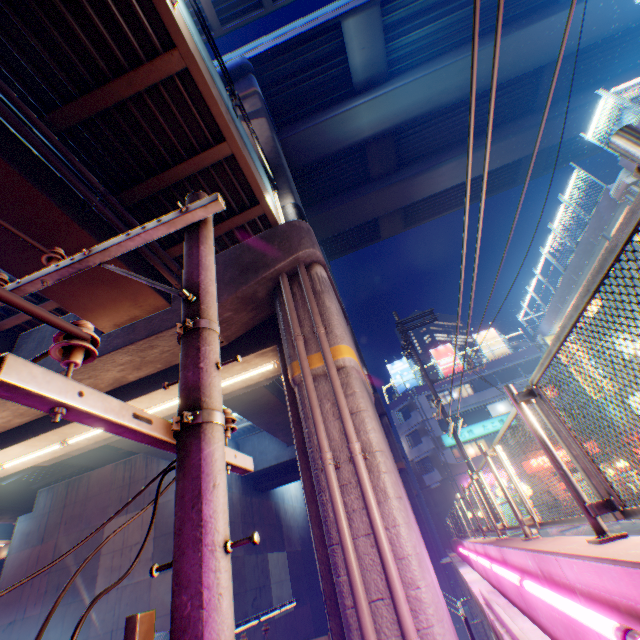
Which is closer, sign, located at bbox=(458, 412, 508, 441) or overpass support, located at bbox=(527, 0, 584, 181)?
overpass support, located at bbox=(527, 0, 584, 181)

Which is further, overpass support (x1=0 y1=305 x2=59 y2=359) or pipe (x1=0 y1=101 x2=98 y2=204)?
overpass support (x1=0 y1=305 x2=59 y2=359)

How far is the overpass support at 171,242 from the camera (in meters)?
8.84

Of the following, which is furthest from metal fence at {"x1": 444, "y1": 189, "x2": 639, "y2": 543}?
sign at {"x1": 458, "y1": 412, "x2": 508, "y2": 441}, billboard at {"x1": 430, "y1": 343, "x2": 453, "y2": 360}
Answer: sign at {"x1": 458, "y1": 412, "x2": 508, "y2": 441}

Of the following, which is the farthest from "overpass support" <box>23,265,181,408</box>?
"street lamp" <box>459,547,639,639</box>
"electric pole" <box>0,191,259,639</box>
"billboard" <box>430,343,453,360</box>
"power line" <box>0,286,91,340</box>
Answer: "billboard" <box>430,343,453,360</box>

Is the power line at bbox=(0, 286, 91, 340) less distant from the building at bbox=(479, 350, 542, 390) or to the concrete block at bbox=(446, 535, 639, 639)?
the concrete block at bbox=(446, 535, 639, 639)

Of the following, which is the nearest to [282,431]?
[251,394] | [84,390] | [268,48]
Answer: [251,394]

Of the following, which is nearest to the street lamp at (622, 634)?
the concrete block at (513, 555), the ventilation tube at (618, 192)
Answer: the concrete block at (513, 555)
